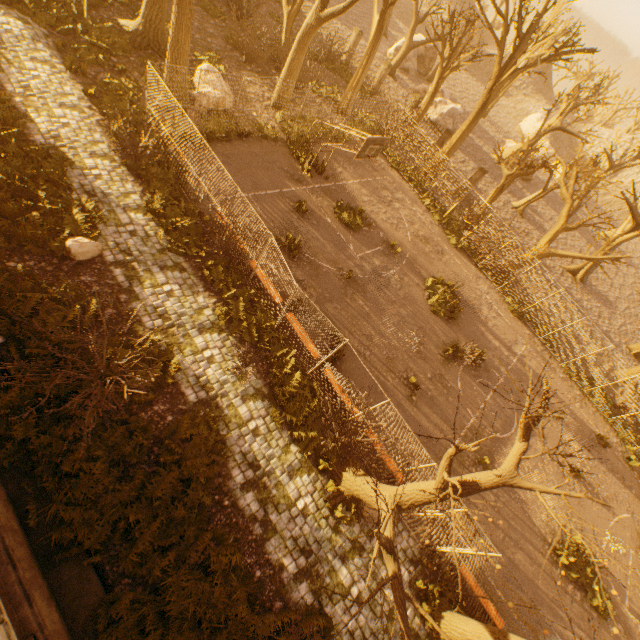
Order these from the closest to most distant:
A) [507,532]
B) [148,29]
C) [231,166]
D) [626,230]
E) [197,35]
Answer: [507,532] < [231,166] < [148,29] < [197,35] < [626,230]

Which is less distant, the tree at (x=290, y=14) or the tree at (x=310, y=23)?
the tree at (x=310, y=23)

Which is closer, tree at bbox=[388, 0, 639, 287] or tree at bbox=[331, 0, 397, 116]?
tree at bbox=[388, 0, 639, 287]

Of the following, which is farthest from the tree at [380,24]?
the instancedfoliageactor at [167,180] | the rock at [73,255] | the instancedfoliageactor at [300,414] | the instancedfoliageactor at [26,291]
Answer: the instancedfoliageactor at [26,291]

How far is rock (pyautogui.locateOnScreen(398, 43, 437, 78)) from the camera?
36.2m

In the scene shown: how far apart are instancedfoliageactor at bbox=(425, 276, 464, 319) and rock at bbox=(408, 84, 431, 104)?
25.5 meters

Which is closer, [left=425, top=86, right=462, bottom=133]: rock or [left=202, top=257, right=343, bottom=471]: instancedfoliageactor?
[left=202, top=257, right=343, bottom=471]: instancedfoliageactor

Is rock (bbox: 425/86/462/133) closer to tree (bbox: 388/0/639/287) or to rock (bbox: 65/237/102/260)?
tree (bbox: 388/0/639/287)
